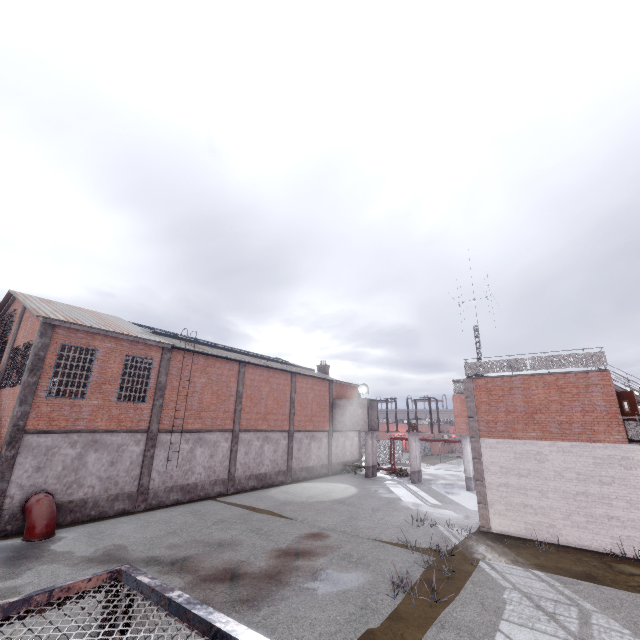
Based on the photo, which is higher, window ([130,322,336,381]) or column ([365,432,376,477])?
window ([130,322,336,381])

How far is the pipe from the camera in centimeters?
1260cm

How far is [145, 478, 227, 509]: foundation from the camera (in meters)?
17.73

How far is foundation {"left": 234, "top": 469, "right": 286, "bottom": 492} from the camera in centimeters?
2234cm

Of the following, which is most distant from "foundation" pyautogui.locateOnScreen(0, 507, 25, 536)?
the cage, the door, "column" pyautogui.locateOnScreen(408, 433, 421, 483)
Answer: the door

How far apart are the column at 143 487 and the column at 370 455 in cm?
1870

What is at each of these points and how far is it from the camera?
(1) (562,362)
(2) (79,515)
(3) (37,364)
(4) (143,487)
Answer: (1) metal railing, 15.24m
(2) foundation, 14.98m
(3) column, 14.61m
(4) column, 17.34m

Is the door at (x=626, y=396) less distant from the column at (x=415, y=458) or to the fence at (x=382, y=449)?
the fence at (x=382, y=449)
